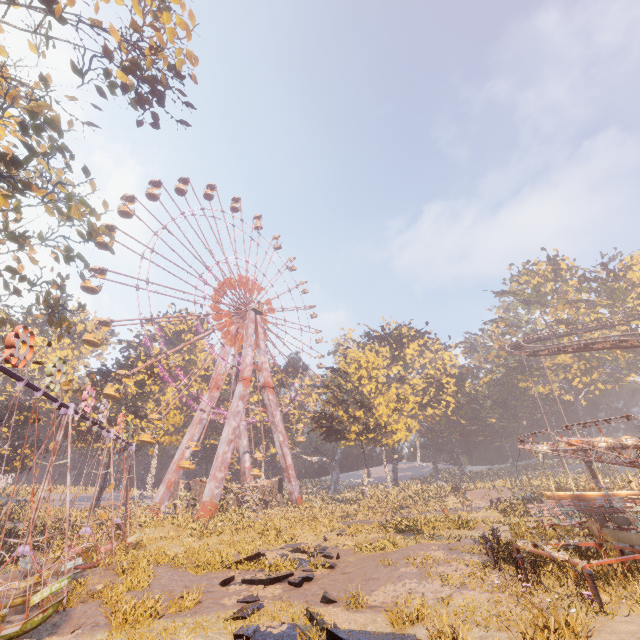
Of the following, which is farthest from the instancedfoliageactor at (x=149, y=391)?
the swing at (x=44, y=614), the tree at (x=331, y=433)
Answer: the tree at (x=331, y=433)

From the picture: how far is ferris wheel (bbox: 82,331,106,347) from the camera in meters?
29.8

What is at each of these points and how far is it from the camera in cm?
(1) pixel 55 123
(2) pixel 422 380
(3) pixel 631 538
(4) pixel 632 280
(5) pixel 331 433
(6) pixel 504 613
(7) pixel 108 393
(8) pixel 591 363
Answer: (1) tree, 1423
(2) instancedfoliageactor, 5666
(3) merry-go-round, 939
(4) instancedfoliageactor, 5412
(5) tree, 3944
(6) instancedfoliageactor, 704
(7) ferris wheel, 2991
(8) instancedfoliageactor, 5544

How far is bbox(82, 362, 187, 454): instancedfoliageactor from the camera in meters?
39.2

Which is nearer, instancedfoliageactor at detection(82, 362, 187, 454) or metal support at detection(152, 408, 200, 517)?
metal support at detection(152, 408, 200, 517)

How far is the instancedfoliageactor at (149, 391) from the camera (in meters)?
39.25

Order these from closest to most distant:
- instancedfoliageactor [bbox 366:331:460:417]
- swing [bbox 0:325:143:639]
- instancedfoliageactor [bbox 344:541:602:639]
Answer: instancedfoliageactor [bbox 344:541:602:639], swing [bbox 0:325:143:639], instancedfoliageactor [bbox 366:331:460:417]

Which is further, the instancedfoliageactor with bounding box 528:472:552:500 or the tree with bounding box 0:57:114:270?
the instancedfoliageactor with bounding box 528:472:552:500
